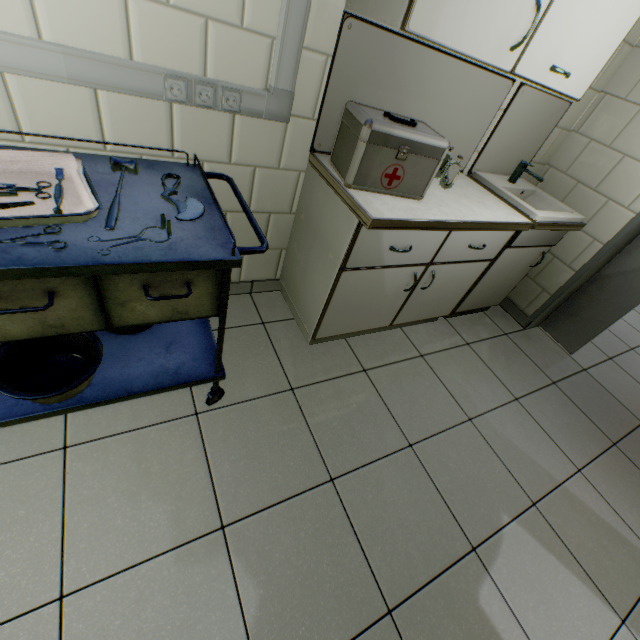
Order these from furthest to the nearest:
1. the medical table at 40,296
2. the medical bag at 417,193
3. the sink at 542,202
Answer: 1. the sink at 542,202
2. the medical bag at 417,193
3. the medical table at 40,296

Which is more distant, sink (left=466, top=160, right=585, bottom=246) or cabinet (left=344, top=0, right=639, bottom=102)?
sink (left=466, top=160, right=585, bottom=246)

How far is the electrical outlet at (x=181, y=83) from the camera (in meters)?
1.17

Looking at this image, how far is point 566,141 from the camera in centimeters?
243cm

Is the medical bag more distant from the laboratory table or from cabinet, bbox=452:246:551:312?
cabinet, bbox=452:246:551:312

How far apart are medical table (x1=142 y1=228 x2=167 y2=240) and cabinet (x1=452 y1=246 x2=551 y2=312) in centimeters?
177cm

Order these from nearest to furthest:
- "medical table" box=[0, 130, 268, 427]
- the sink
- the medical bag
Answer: "medical table" box=[0, 130, 268, 427], the medical bag, the sink

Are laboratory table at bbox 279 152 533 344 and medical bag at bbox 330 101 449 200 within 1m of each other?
yes
